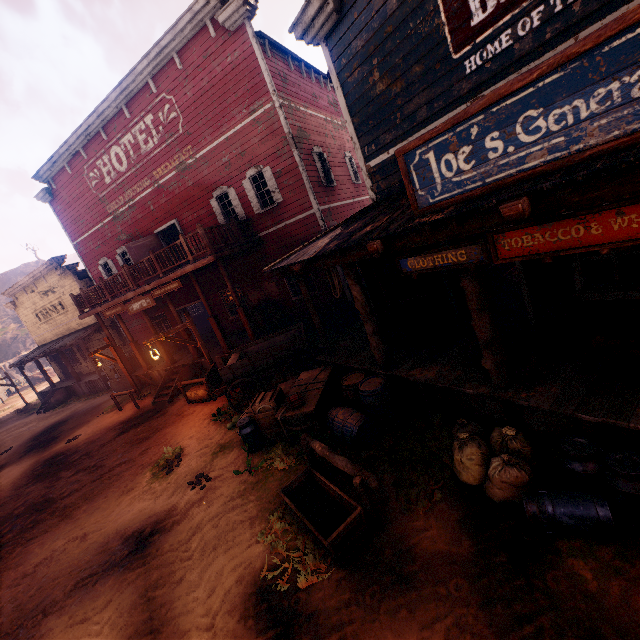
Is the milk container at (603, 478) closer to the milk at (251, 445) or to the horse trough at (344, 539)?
Answer: the horse trough at (344, 539)

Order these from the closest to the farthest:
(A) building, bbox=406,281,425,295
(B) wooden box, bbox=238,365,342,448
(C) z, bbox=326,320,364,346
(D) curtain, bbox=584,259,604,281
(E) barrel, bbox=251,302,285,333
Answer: (D) curtain, bbox=584,259,604,281 → (B) wooden box, bbox=238,365,342,448 → (A) building, bbox=406,281,425,295 → (C) z, bbox=326,320,364,346 → (E) barrel, bbox=251,302,285,333

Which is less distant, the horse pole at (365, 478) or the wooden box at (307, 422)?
the horse pole at (365, 478)

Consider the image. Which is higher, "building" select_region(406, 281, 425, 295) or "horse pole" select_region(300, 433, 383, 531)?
"building" select_region(406, 281, 425, 295)

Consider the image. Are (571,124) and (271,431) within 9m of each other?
yes

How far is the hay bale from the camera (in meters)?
11.84

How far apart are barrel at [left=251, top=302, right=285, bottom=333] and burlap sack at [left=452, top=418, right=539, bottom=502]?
10.1 meters

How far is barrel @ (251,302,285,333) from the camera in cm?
1418
